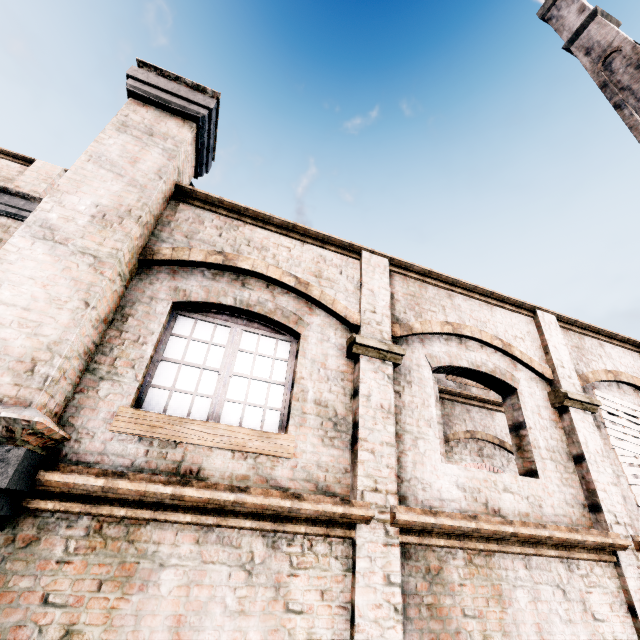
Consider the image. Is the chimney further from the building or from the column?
the column

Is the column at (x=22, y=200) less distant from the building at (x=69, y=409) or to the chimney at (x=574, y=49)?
the building at (x=69, y=409)

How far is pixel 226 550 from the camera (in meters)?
3.44

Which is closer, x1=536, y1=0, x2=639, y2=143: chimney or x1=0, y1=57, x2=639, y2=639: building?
x1=0, y1=57, x2=639, y2=639: building

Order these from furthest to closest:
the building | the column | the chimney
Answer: the chimney, the column, the building

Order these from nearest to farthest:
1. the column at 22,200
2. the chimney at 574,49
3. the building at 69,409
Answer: the building at 69,409 → the column at 22,200 → the chimney at 574,49

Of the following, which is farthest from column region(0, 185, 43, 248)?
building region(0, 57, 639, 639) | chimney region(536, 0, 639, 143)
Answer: chimney region(536, 0, 639, 143)
